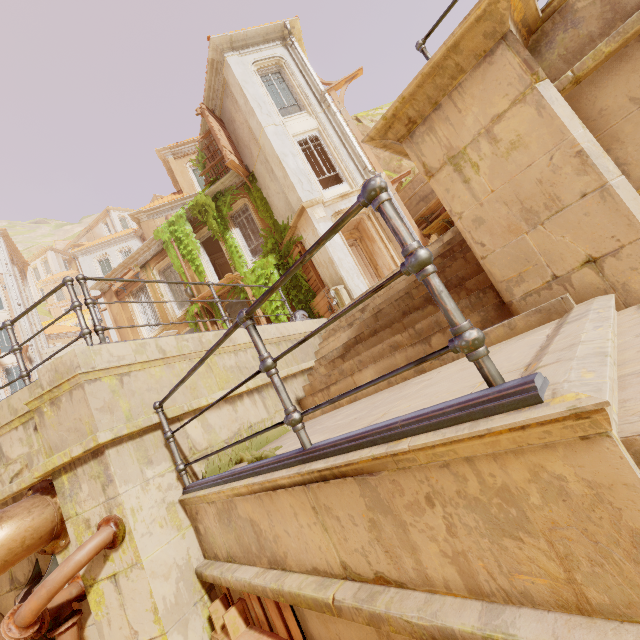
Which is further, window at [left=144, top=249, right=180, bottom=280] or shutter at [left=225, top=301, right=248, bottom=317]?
window at [left=144, top=249, right=180, bottom=280]

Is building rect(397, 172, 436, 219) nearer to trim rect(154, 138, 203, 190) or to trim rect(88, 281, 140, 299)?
trim rect(88, 281, 140, 299)

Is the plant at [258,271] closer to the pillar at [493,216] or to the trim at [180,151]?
the trim at [180,151]

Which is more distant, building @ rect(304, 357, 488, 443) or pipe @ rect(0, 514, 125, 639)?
pipe @ rect(0, 514, 125, 639)

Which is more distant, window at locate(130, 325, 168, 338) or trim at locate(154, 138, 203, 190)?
trim at locate(154, 138, 203, 190)

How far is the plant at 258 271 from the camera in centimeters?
1416cm

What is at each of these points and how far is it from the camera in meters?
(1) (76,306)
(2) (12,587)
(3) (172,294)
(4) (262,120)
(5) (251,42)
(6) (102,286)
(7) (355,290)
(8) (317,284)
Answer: (1) fence, 3.8 m
(2) building, 3.4 m
(3) window, 17.3 m
(4) column, 12.8 m
(5) trim, 13.8 m
(6) trim, 18.1 m
(7) column, 11.2 m
(8) wood, 13.2 m

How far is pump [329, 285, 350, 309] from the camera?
11.12m
